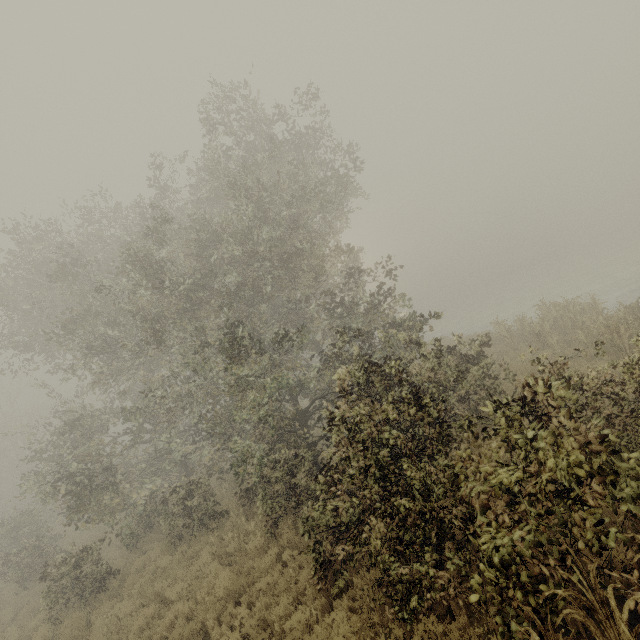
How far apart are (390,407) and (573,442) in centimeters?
251cm
